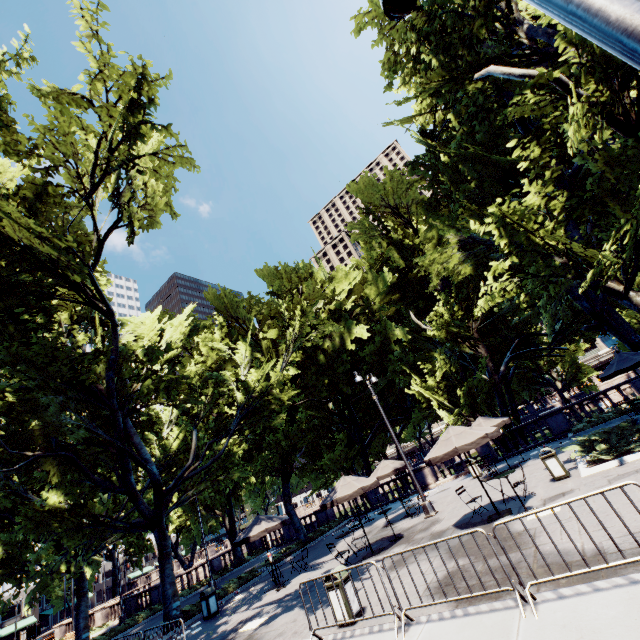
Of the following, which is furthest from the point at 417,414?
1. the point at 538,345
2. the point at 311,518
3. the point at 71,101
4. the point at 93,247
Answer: the point at 71,101

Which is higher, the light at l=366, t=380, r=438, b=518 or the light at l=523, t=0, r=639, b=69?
the light at l=523, t=0, r=639, b=69

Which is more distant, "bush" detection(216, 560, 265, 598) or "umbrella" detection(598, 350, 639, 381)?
"bush" detection(216, 560, 265, 598)

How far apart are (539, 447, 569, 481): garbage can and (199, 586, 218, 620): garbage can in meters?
15.3 m

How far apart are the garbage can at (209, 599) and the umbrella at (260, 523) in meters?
1.9 m

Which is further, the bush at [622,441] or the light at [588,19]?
the bush at [622,441]

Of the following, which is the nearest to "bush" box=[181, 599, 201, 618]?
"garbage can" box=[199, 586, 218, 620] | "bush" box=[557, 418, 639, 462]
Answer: "garbage can" box=[199, 586, 218, 620]

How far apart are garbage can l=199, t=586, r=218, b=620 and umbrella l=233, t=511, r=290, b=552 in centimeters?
190cm
